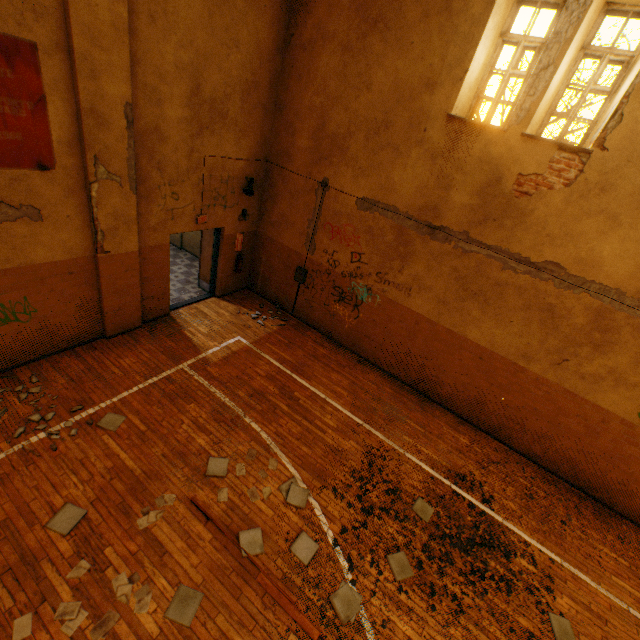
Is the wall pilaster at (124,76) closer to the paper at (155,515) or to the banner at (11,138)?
the banner at (11,138)

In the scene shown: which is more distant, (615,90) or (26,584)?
(615,90)

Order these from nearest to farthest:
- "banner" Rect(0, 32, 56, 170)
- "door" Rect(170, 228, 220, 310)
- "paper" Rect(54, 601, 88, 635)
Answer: "paper" Rect(54, 601, 88, 635)
"banner" Rect(0, 32, 56, 170)
"door" Rect(170, 228, 220, 310)

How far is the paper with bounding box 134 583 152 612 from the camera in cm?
373

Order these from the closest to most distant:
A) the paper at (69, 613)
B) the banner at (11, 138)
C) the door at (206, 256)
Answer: the paper at (69, 613) < the banner at (11, 138) < the door at (206, 256)

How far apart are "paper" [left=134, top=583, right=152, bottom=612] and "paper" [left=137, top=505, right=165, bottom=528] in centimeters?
51cm

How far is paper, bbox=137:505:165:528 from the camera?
4.43m

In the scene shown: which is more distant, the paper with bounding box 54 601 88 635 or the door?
the door
